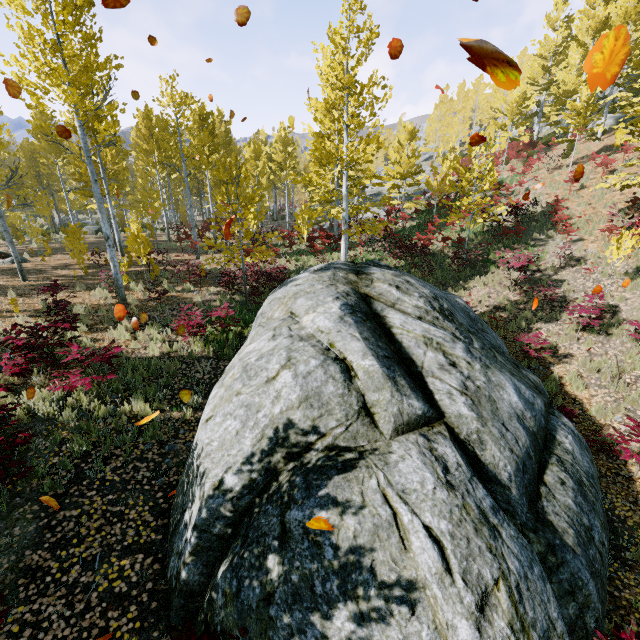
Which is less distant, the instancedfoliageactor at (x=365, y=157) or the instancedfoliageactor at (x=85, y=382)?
the instancedfoliageactor at (x=85, y=382)

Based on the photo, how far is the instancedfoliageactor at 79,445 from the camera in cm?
543

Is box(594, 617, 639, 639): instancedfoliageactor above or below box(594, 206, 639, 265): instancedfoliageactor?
below

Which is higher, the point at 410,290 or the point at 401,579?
the point at 410,290

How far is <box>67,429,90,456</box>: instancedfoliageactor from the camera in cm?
A: 543

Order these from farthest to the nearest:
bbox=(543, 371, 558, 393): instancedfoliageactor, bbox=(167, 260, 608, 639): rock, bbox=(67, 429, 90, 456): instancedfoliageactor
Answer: bbox=(543, 371, 558, 393): instancedfoliageactor
bbox=(67, 429, 90, 456): instancedfoliageactor
bbox=(167, 260, 608, 639): rock

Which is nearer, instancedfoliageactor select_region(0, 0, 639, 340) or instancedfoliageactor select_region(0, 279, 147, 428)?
instancedfoliageactor select_region(0, 279, 147, 428)
